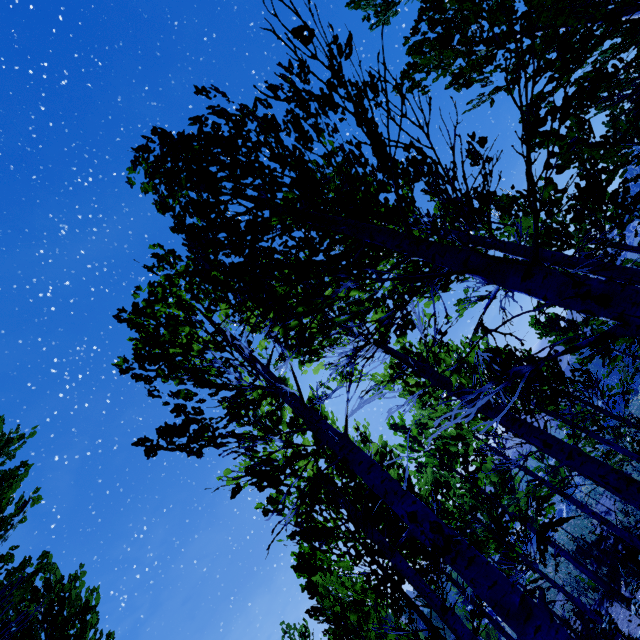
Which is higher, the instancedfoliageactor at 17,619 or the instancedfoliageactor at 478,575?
→ the instancedfoliageactor at 17,619

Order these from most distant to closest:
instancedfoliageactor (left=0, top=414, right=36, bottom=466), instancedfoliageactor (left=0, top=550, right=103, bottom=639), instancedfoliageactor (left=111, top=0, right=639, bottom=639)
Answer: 1. instancedfoliageactor (left=0, top=414, right=36, bottom=466)
2. instancedfoliageactor (left=0, top=550, right=103, bottom=639)
3. instancedfoliageactor (left=111, top=0, right=639, bottom=639)

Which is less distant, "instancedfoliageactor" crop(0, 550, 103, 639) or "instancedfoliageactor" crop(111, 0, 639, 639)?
"instancedfoliageactor" crop(111, 0, 639, 639)

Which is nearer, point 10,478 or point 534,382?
point 10,478

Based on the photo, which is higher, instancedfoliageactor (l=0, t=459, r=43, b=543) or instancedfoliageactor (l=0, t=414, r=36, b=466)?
instancedfoliageactor (l=0, t=414, r=36, b=466)

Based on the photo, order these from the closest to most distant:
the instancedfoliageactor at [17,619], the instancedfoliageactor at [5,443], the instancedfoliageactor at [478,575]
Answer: the instancedfoliageactor at [478,575] < the instancedfoliageactor at [17,619] < the instancedfoliageactor at [5,443]
